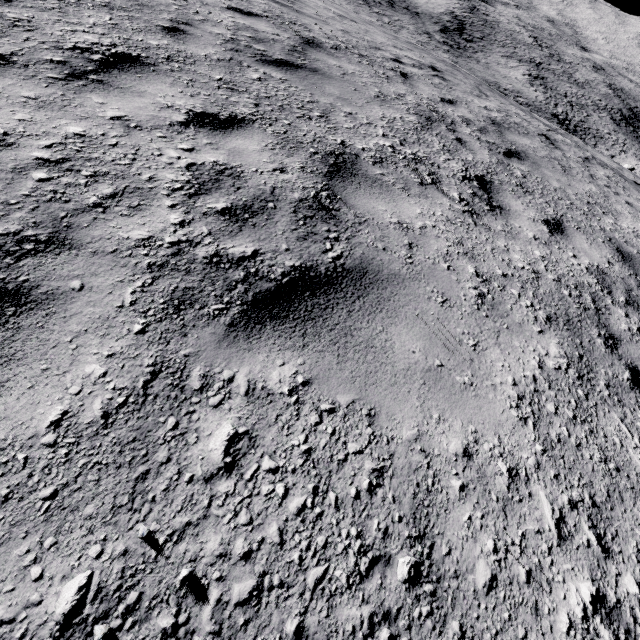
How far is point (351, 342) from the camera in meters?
1.8 m
